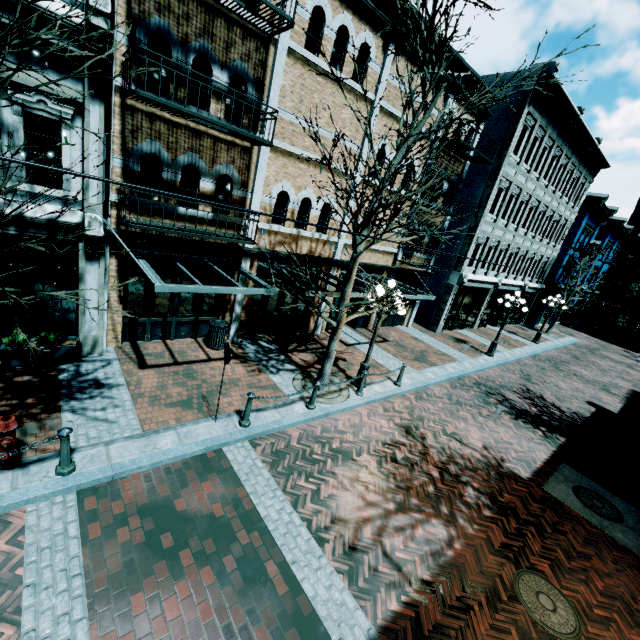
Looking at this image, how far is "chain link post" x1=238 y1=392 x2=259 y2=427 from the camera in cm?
735

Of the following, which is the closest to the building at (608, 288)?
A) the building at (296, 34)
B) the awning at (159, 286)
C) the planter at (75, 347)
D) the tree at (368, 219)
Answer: the building at (296, 34)

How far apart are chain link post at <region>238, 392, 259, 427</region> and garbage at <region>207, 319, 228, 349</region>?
3.6m

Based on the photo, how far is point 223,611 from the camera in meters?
4.3 m

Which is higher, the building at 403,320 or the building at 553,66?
the building at 553,66

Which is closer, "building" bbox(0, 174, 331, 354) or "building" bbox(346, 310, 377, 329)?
"building" bbox(0, 174, 331, 354)

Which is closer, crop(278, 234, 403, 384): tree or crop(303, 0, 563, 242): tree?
crop(303, 0, 563, 242): tree

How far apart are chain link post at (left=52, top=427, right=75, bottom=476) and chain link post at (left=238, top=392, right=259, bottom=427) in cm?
310
